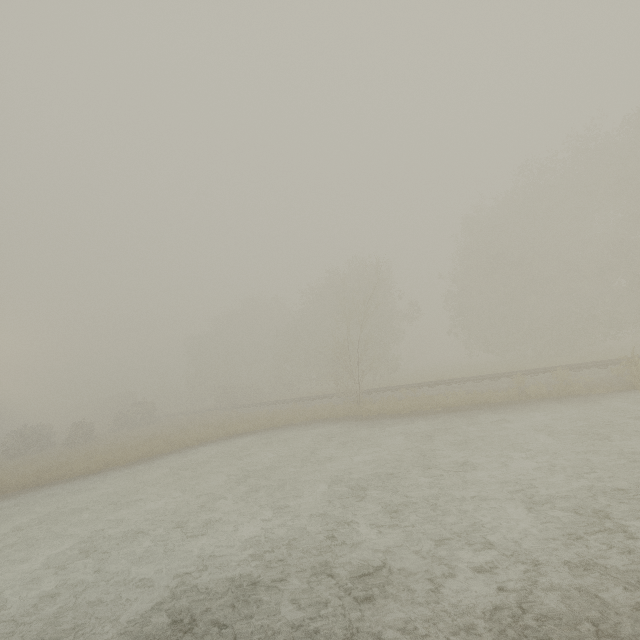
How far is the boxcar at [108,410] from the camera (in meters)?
56.03

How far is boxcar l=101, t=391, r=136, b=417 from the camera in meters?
56.0 m

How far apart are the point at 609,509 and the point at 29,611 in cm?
1108
